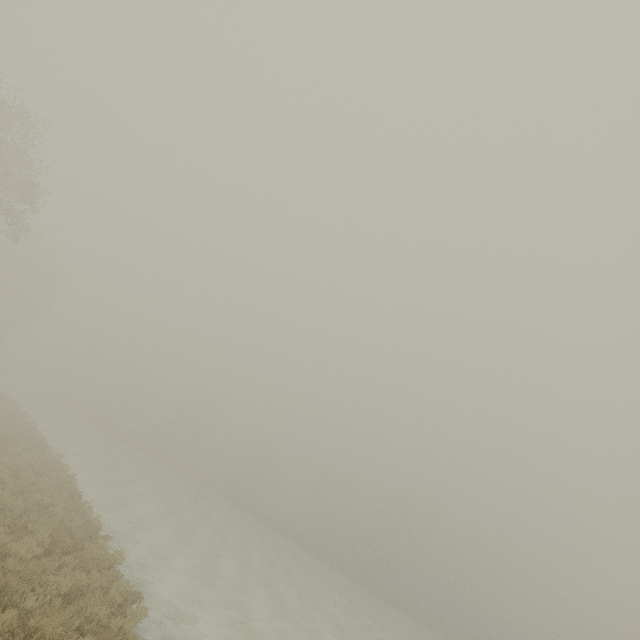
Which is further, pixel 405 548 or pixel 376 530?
pixel 376 530
